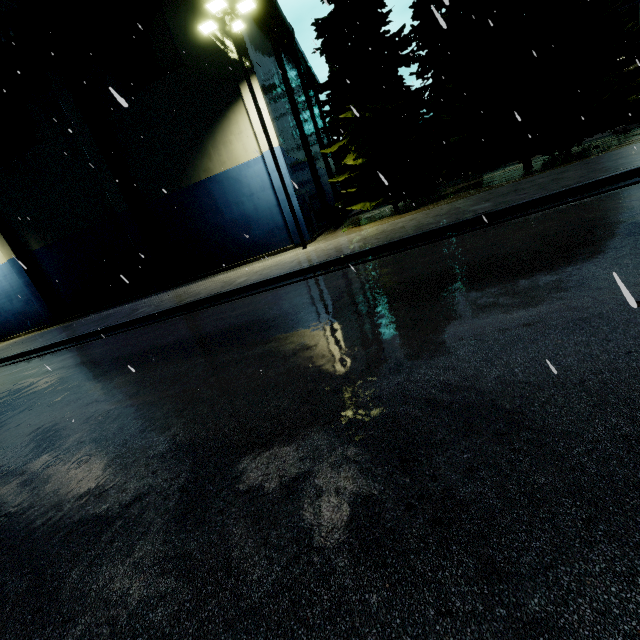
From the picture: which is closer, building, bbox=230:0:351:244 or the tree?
the tree

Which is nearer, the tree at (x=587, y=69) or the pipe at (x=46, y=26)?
the tree at (x=587, y=69)

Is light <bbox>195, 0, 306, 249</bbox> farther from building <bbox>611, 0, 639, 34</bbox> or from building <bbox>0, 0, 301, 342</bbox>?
building <bbox>611, 0, 639, 34</bbox>

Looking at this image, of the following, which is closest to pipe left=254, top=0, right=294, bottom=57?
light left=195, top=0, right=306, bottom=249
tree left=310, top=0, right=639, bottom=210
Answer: tree left=310, top=0, right=639, bottom=210

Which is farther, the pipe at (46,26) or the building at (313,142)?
the building at (313,142)

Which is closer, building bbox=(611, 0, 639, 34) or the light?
the light

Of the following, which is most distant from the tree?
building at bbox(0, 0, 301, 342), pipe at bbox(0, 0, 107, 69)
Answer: building at bbox(0, 0, 301, 342)

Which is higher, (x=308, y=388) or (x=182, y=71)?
(x=182, y=71)
